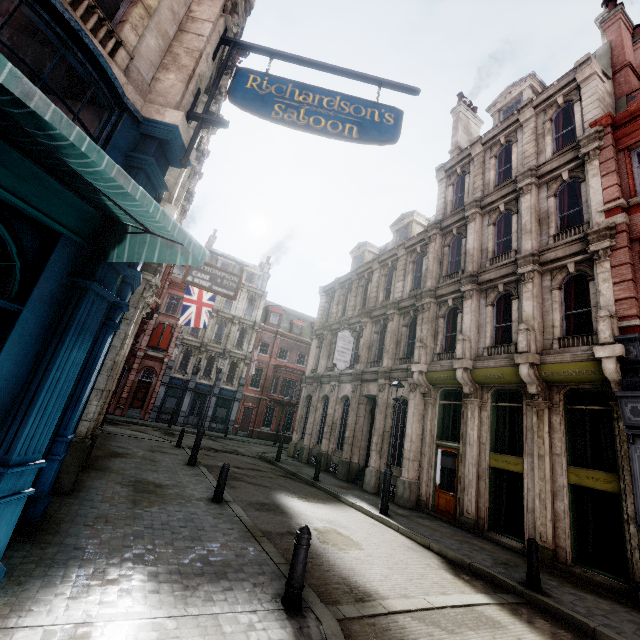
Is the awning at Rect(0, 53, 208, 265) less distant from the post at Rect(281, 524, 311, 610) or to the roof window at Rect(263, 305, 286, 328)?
the post at Rect(281, 524, 311, 610)

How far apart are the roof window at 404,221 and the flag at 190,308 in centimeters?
1131cm

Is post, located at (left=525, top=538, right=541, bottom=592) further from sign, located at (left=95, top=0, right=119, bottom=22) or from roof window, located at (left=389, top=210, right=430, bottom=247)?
roof window, located at (left=389, top=210, right=430, bottom=247)

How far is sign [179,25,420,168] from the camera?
5.28m

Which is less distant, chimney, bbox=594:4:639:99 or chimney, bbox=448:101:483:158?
chimney, bbox=594:4:639:99

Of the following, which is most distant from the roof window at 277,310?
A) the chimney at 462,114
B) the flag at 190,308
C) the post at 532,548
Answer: the post at 532,548

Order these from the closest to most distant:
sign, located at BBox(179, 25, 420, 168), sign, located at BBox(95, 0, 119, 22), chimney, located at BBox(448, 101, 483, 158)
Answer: sign, located at BBox(95, 0, 119, 22), sign, located at BBox(179, 25, 420, 168), chimney, located at BBox(448, 101, 483, 158)

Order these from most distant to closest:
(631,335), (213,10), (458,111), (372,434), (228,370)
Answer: (228,370)
(458,111)
(372,434)
(631,335)
(213,10)
